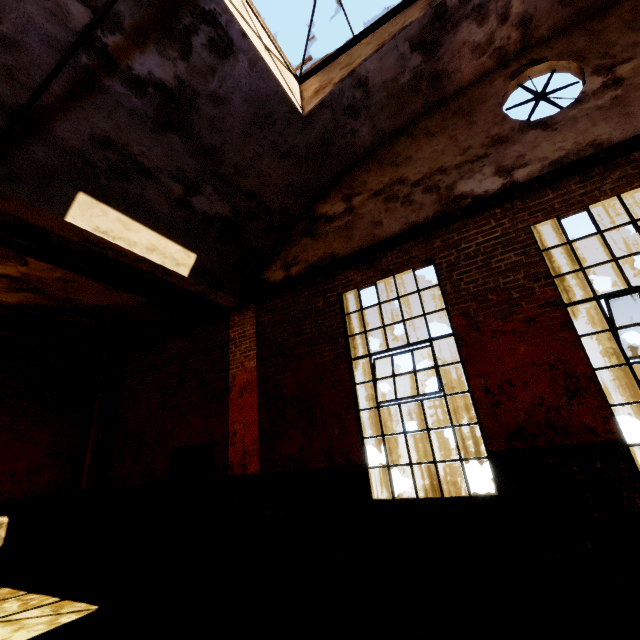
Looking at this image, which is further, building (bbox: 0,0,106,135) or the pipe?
the pipe

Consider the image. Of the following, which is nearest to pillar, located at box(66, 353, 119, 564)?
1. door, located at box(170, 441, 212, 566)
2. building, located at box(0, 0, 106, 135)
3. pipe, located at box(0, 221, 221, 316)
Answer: door, located at box(170, 441, 212, 566)

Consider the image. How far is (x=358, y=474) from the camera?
4.9m

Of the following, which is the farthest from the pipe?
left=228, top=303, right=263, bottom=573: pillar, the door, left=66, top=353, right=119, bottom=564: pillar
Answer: → left=66, top=353, right=119, bottom=564: pillar

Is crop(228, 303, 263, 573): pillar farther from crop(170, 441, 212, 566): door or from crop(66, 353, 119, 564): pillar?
crop(66, 353, 119, 564): pillar

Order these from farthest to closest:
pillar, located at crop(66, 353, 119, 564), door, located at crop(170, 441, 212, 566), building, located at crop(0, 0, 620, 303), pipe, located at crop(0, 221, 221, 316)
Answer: pillar, located at crop(66, 353, 119, 564) < door, located at crop(170, 441, 212, 566) < pipe, located at crop(0, 221, 221, 316) < building, located at crop(0, 0, 620, 303)

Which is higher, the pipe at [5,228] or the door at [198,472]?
the pipe at [5,228]

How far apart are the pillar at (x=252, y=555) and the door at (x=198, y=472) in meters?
0.4
